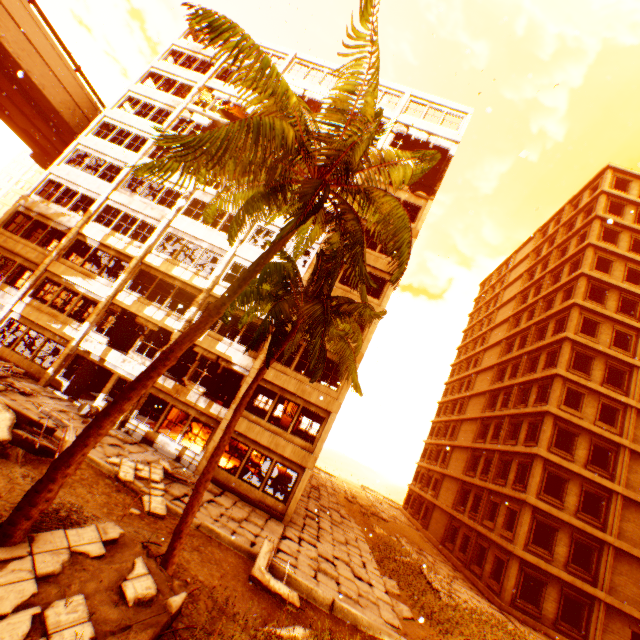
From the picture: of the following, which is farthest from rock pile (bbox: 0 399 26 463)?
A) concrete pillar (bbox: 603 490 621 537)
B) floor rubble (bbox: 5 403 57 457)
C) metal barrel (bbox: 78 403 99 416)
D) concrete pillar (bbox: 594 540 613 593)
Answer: concrete pillar (bbox: 603 490 621 537)

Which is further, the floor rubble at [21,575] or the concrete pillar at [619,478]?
the concrete pillar at [619,478]

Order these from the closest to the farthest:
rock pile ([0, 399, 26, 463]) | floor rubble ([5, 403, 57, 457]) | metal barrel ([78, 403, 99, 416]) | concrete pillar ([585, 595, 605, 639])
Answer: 1. rock pile ([0, 399, 26, 463])
2. floor rubble ([5, 403, 57, 457])
3. metal barrel ([78, 403, 99, 416])
4. concrete pillar ([585, 595, 605, 639])

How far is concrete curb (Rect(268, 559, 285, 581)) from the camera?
10.29m

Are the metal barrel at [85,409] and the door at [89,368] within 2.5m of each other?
yes

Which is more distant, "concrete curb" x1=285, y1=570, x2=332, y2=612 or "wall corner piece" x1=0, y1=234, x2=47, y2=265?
"wall corner piece" x1=0, y1=234, x2=47, y2=265

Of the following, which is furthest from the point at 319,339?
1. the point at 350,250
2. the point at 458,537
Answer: the point at 458,537

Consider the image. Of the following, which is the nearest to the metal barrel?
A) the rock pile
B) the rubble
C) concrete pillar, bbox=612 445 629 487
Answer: the rubble
